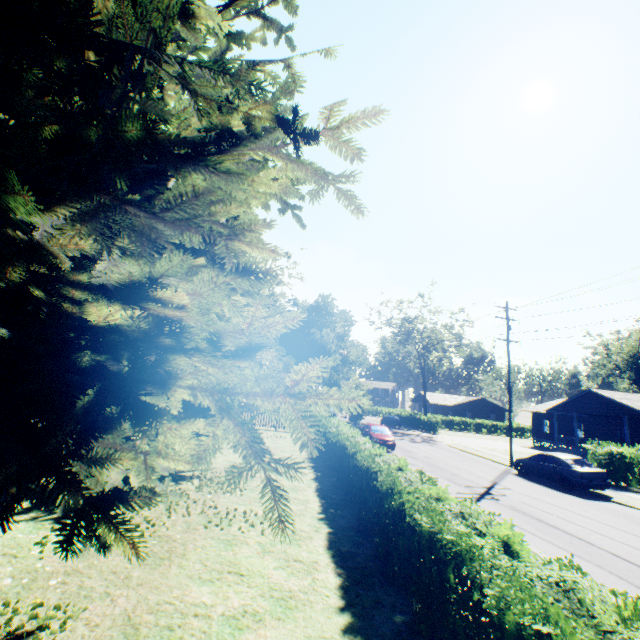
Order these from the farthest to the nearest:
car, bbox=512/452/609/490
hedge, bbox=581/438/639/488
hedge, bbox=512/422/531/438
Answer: hedge, bbox=512/422/531/438
hedge, bbox=581/438/639/488
car, bbox=512/452/609/490

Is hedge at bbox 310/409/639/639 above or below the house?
below

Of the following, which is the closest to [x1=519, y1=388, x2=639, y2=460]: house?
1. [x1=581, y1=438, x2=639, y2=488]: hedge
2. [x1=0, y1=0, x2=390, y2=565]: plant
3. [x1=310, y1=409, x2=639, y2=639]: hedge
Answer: [x1=581, y1=438, x2=639, y2=488]: hedge

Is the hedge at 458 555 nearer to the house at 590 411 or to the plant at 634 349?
the plant at 634 349

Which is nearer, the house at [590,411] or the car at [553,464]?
the car at [553,464]

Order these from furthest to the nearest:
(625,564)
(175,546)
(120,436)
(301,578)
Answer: (625,564), (175,546), (301,578), (120,436)

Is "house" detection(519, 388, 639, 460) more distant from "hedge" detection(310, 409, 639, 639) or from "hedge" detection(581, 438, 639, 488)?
"hedge" detection(310, 409, 639, 639)

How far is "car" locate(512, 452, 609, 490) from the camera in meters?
16.0
